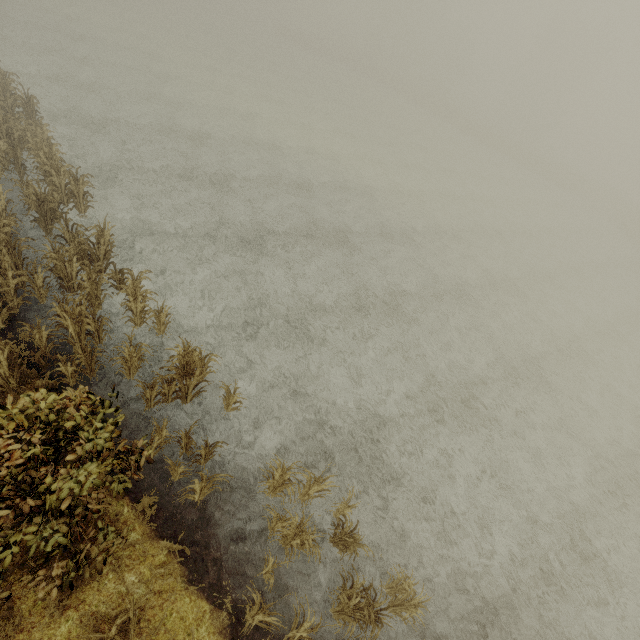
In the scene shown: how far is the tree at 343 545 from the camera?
6.8m

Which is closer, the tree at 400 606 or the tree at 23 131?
the tree at 400 606

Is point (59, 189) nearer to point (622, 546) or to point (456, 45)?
point (622, 546)

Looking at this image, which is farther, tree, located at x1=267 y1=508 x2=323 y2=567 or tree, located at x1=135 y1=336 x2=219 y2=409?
tree, located at x1=135 y1=336 x2=219 y2=409

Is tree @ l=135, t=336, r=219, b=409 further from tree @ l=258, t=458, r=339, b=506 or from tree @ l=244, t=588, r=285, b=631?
tree @ l=244, t=588, r=285, b=631

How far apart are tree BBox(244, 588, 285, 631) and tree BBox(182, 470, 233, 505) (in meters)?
1.90

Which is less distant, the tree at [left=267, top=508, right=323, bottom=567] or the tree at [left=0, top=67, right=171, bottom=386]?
the tree at [left=267, top=508, right=323, bottom=567]
